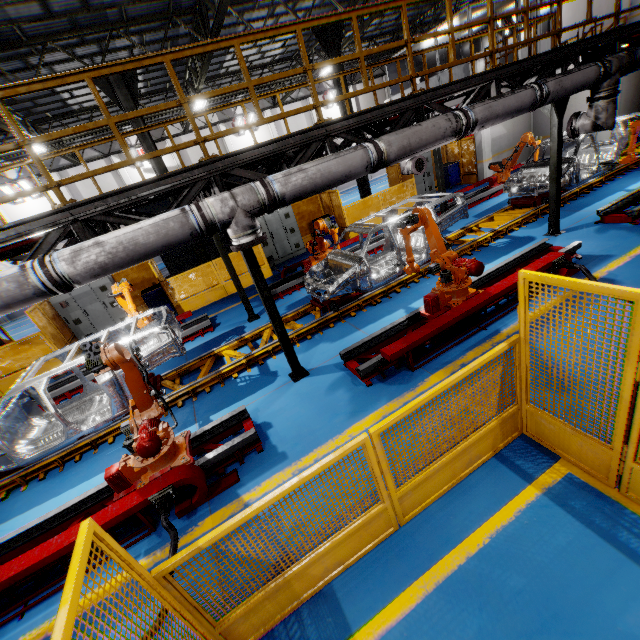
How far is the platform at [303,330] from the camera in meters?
7.9

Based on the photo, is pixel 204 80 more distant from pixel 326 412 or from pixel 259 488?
pixel 259 488

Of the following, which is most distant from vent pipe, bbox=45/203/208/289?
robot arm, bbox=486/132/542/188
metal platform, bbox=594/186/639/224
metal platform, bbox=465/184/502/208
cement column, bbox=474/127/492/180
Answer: cement column, bbox=474/127/492/180

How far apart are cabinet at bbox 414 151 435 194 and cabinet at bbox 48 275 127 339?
13.9m

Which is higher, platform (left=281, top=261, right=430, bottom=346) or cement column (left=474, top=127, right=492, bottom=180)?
cement column (left=474, top=127, right=492, bottom=180)

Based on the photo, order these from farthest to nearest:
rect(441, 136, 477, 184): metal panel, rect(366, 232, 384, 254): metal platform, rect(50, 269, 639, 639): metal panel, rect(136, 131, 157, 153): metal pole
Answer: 1. rect(441, 136, 477, 184): metal panel
2. rect(366, 232, 384, 254): metal platform
3. rect(136, 131, 157, 153): metal pole
4. rect(50, 269, 639, 639): metal panel

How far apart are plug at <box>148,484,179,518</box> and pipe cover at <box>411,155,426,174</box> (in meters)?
10.77

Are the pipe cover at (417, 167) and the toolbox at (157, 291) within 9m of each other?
no
